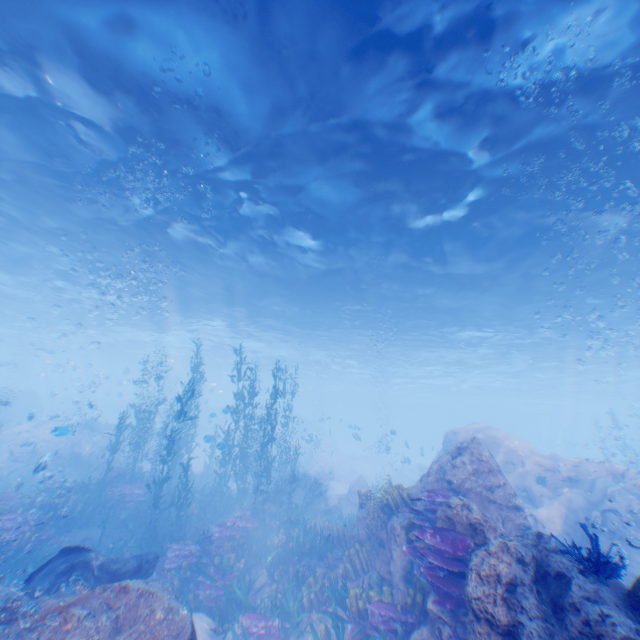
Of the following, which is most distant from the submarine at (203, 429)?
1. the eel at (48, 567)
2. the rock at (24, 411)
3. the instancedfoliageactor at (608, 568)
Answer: the instancedfoliageactor at (608, 568)

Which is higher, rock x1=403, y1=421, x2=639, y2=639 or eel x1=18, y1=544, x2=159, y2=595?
rock x1=403, y1=421, x2=639, y2=639

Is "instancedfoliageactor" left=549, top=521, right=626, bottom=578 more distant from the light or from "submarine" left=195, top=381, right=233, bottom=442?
"submarine" left=195, top=381, right=233, bottom=442

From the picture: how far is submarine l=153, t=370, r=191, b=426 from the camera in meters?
35.0

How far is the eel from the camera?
6.2m

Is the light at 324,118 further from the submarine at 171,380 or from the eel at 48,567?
the eel at 48,567

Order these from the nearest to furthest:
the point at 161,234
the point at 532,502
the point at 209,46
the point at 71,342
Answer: the point at 209,46
the point at 532,502
the point at 161,234
the point at 71,342
